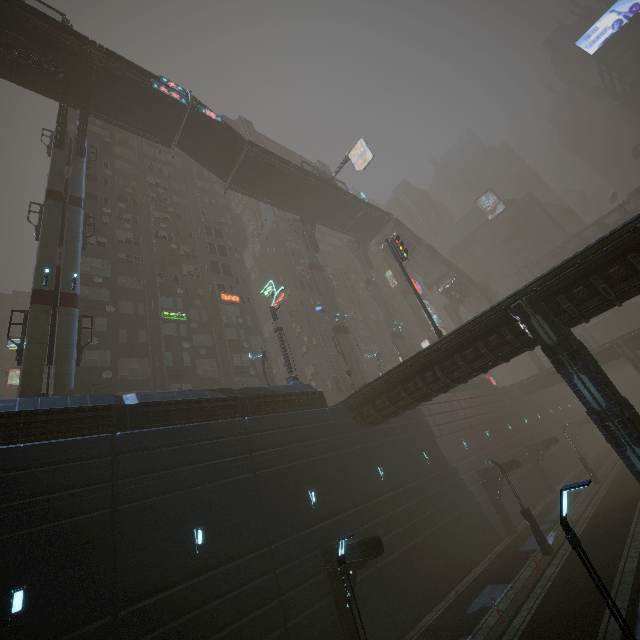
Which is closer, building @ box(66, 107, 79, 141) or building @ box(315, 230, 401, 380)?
building @ box(66, 107, 79, 141)

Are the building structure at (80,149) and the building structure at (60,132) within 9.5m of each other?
yes

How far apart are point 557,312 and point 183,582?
19.0m

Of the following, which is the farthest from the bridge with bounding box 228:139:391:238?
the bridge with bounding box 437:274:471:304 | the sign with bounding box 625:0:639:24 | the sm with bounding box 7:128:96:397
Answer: the sign with bounding box 625:0:639:24

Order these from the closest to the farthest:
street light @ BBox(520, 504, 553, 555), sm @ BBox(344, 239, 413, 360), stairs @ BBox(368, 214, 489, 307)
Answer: street light @ BBox(520, 504, 553, 555), sm @ BBox(344, 239, 413, 360), stairs @ BBox(368, 214, 489, 307)

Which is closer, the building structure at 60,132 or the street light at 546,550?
the street light at 546,550

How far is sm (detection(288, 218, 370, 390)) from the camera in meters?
32.8 m

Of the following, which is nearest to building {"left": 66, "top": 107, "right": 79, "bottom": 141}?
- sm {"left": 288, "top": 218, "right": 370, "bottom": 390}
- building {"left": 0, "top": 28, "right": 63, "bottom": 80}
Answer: sm {"left": 288, "top": 218, "right": 370, "bottom": 390}
